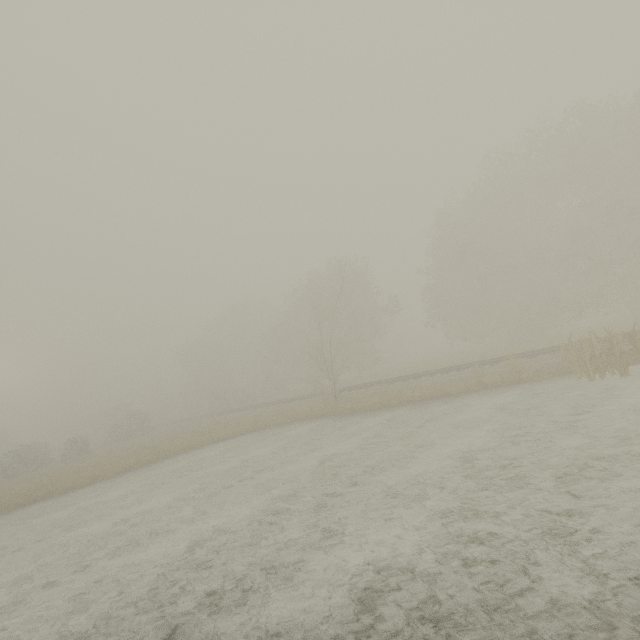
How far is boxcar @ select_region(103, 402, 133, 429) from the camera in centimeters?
5688cm

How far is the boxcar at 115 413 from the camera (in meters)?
56.88

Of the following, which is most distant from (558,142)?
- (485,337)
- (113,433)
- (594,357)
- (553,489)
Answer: (113,433)
